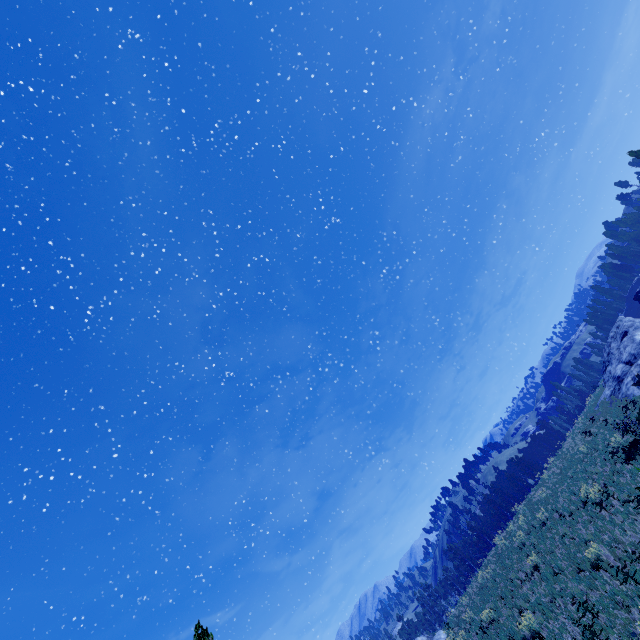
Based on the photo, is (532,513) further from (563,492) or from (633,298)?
(633,298)
